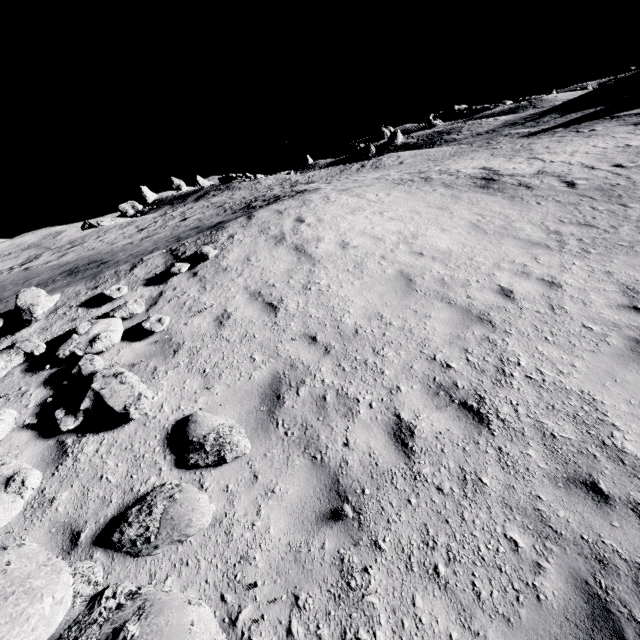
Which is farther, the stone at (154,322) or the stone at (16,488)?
the stone at (154,322)

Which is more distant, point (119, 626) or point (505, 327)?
point (505, 327)

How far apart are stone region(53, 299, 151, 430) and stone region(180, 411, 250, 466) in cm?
69

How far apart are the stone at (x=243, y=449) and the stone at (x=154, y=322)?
2.4m

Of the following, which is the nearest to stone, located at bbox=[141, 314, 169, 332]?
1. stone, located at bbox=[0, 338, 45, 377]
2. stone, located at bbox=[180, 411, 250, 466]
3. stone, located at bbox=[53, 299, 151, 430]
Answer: stone, located at bbox=[53, 299, 151, 430]

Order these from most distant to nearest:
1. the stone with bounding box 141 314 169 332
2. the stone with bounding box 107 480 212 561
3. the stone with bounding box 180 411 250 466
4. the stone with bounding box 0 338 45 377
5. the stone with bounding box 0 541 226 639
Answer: the stone with bounding box 141 314 169 332, the stone with bounding box 0 338 45 377, the stone with bounding box 180 411 250 466, the stone with bounding box 107 480 212 561, the stone with bounding box 0 541 226 639

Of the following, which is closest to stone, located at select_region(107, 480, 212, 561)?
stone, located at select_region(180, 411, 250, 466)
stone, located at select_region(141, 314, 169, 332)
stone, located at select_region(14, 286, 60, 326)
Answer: stone, located at select_region(180, 411, 250, 466)

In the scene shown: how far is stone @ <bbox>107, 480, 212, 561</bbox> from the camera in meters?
3.5
